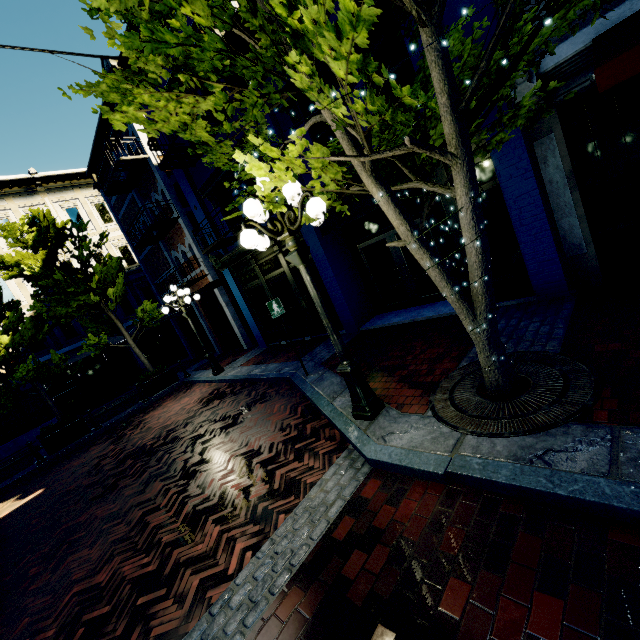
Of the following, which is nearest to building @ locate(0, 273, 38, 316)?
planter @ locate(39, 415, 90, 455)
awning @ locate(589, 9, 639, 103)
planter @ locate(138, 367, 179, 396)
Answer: awning @ locate(589, 9, 639, 103)

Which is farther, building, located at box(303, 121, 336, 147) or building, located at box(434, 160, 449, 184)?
building, located at box(303, 121, 336, 147)

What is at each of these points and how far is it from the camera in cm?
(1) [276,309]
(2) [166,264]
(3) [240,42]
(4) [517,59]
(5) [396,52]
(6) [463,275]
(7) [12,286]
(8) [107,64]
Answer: (1) sign, 732
(2) building, 1698
(3) building, 757
(4) tree, 301
(5) building, 614
(6) building, 759
(7) building, 1769
(8) building, 1080

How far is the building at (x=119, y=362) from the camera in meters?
18.3

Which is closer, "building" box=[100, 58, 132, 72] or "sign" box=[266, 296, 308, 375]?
"sign" box=[266, 296, 308, 375]

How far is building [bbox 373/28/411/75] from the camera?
5.97m

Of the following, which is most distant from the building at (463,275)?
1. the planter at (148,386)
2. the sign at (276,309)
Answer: the planter at (148,386)
